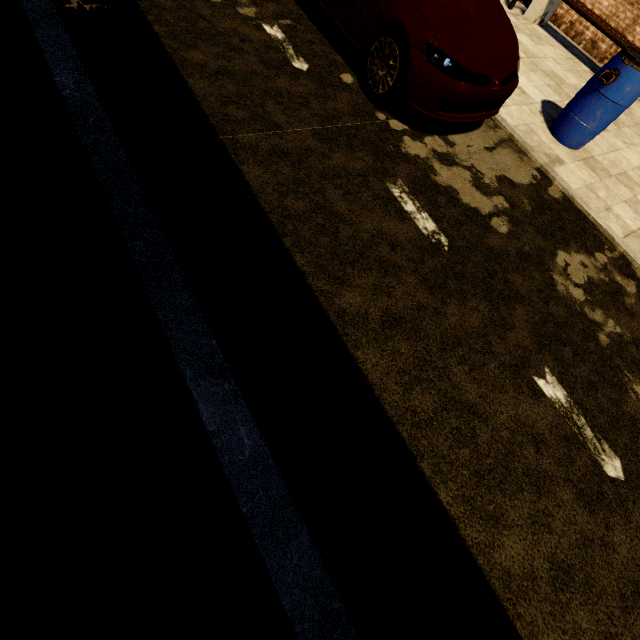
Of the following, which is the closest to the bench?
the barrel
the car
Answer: the barrel

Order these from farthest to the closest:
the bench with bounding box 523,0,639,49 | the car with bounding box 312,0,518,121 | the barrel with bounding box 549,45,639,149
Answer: the bench with bounding box 523,0,639,49
the barrel with bounding box 549,45,639,149
the car with bounding box 312,0,518,121

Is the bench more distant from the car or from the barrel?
the car

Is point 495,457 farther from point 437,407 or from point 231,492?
point 231,492

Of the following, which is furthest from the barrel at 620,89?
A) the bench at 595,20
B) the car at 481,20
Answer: the bench at 595,20

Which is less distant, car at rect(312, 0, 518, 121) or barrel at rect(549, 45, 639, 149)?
car at rect(312, 0, 518, 121)
